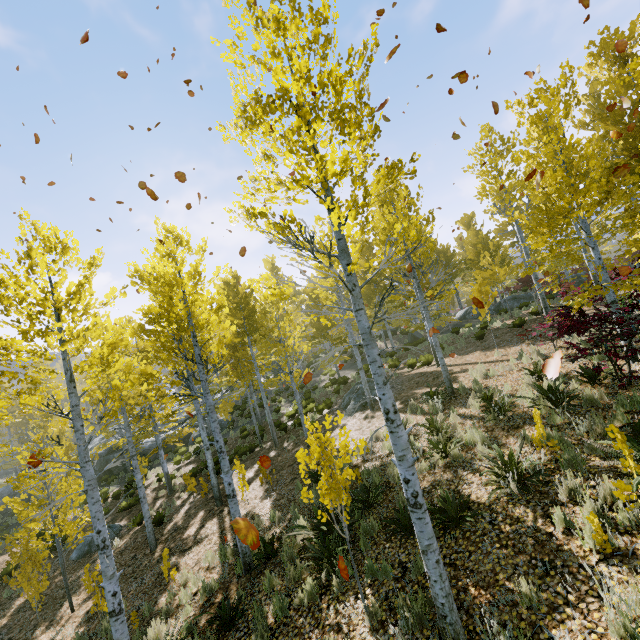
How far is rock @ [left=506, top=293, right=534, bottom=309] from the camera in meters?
24.7 m

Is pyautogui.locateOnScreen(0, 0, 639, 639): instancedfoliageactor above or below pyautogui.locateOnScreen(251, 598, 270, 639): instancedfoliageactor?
above

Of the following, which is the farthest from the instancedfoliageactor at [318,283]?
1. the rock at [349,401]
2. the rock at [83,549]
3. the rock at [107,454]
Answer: the rock at [83,549]

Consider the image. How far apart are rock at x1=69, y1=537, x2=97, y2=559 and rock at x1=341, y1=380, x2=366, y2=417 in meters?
11.6

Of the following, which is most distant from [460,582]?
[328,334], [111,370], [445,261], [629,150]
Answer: [445,261]

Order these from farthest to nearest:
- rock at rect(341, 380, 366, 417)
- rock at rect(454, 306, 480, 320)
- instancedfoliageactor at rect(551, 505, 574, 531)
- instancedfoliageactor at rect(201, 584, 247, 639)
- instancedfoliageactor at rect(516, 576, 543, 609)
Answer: rock at rect(454, 306, 480, 320)
rock at rect(341, 380, 366, 417)
instancedfoliageactor at rect(201, 584, 247, 639)
instancedfoliageactor at rect(551, 505, 574, 531)
instancedfoliageactor at rect(516, 576, 543, 609)

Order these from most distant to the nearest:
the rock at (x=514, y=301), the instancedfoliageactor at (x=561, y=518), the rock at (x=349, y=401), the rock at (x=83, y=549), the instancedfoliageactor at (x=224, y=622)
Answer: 1. the rock at (x=514, y=301)
2. the rock at (x=349, y=401)
3. the rock at (x=83, y=549)
4. the instancedfoliageactor at (x=224, y=622)
5. the instancedfoliageactor at (x=561, y=518)

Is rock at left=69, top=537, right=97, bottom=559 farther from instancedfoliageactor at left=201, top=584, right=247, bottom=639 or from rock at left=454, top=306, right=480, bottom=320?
rock at left=454, top=306, right=480, bottom=320
